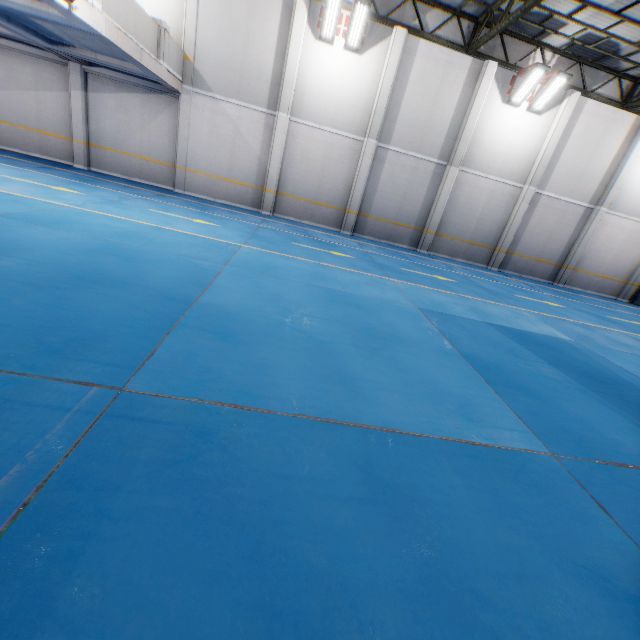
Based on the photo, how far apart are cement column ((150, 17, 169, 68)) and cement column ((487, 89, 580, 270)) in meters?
15.7 m

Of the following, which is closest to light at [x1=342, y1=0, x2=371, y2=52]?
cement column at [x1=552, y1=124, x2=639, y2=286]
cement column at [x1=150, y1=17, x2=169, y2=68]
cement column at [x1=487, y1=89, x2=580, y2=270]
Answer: cement column at [x1=150, y1=17, x2=169, y2=68]

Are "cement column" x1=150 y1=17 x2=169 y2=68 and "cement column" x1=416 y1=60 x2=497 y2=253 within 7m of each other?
no

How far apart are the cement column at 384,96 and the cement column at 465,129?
3.3m

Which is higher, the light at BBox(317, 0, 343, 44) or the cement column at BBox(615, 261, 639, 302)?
the light at BBox(317, 0, 343, 44)

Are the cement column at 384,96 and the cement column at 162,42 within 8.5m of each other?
yes

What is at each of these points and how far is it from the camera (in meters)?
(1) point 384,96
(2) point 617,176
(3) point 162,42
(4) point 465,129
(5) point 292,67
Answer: (1) cement column, 13.27
(2) cement column, 15.12
(3) cement column, 10.66
(4) cement column, 13.94
(5) cement column, 12.68

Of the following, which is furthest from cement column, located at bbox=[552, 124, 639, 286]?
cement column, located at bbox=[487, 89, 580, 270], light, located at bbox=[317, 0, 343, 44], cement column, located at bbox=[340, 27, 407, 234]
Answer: Answer: light, located at bbox=[317, 0, 343, 44]
